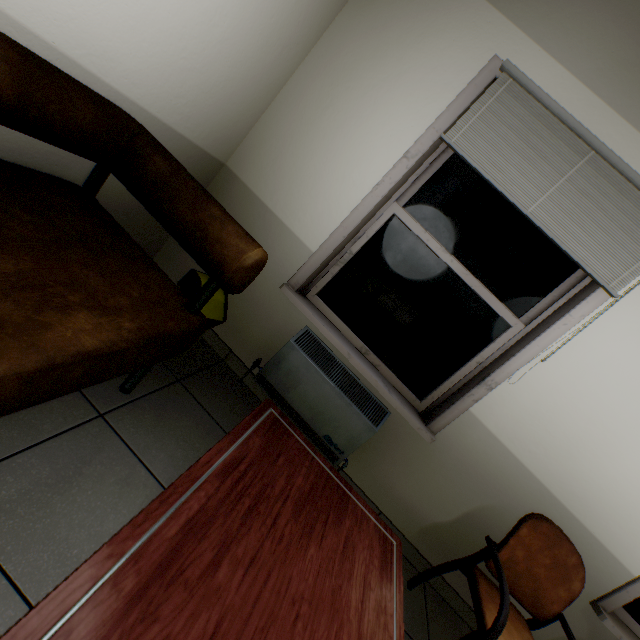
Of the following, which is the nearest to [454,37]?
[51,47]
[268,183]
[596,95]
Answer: [596,95]

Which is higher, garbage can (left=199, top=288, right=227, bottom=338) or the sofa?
the sofa

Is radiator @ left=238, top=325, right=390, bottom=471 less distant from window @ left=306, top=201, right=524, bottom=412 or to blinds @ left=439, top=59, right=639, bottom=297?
window @ left=306, top=201, right=524, bottom=412

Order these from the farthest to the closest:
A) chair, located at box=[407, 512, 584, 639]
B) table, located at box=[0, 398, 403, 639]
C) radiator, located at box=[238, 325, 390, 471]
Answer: radiator, located at box=[238, 325, 390, 471]
chair, located at box=[407, 512, 584, 639]
table, located at box=[0, 398, 403, 639]

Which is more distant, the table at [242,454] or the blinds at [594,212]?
the blinds at [594,212]

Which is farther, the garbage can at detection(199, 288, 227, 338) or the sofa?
the garbage can at detection(199, 288, 227, 338)

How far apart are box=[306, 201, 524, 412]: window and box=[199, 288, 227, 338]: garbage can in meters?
0.6

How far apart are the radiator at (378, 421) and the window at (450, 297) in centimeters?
14cm
